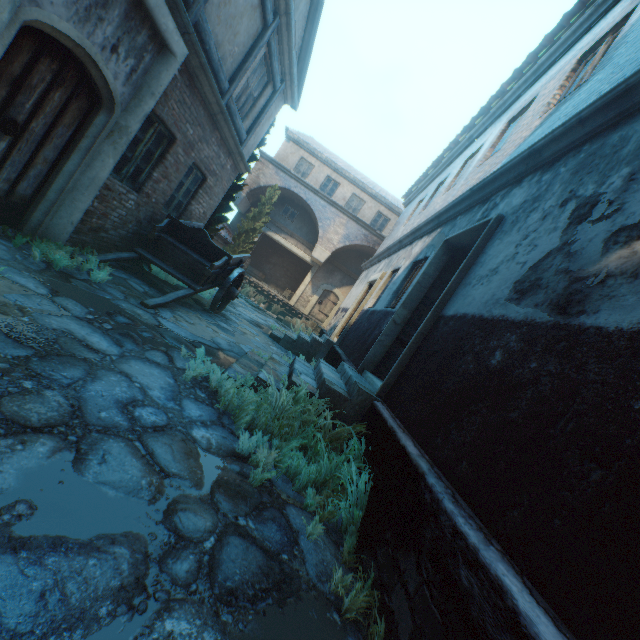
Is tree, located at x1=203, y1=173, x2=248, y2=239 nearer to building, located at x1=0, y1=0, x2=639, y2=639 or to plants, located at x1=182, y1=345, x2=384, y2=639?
building, located at x1=0, y1=0, x2=639, y2=639

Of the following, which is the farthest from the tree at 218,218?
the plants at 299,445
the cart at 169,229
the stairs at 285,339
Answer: the plants at 299,445

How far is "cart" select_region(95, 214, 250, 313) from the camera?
6.3m

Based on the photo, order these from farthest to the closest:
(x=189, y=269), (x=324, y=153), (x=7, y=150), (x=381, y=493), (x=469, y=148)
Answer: (x=324, y=153) < (x=469, y=148) < (x=189, y=269) < (x=7, y=150) < (x=381, y=493)

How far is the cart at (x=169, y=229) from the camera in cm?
626

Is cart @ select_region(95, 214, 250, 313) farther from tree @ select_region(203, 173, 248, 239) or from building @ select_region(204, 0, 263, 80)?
tree @ select_region(203, 173, 248, 239)

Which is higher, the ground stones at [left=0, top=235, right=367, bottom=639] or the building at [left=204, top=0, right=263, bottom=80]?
the building at [left=204, top=0, right=263, bottom=80]
